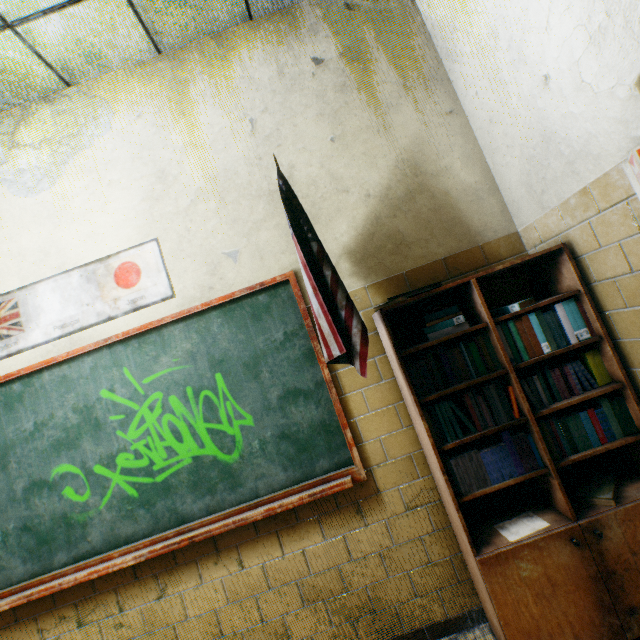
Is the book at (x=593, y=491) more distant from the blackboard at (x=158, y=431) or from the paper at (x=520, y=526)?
the blackboard at (x=158, y=431)

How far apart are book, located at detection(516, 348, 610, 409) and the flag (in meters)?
0.37

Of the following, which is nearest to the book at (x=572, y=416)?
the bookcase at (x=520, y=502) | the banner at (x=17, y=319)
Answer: the bookcase at (x=520, y=502)

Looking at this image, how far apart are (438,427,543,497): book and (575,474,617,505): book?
0.28m

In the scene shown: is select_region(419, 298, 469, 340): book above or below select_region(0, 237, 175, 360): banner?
below

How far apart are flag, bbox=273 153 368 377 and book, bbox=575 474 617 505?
1.3m

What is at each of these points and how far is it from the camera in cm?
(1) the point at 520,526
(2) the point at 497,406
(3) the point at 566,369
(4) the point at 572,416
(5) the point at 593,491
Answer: (1) paper, 158
(2) book, 160
(3) book, 162
(4) book, 158
(5) book, 158

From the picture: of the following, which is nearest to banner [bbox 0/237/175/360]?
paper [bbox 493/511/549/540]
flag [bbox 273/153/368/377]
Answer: flag [bbox 273/153/368/377]
